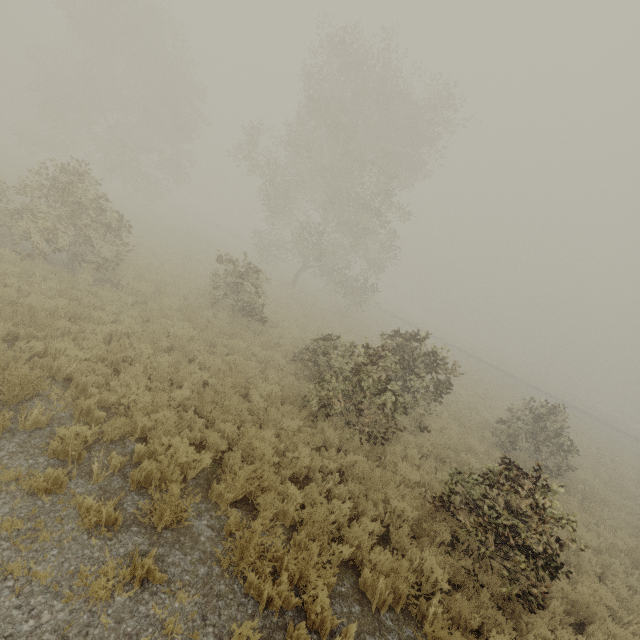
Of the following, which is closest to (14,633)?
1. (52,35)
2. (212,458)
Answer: (212,458)

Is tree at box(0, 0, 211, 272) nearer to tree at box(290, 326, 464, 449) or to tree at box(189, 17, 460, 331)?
tree at box(189, 17, 460, 331)

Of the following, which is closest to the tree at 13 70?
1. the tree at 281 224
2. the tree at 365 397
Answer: the tree at 281 224

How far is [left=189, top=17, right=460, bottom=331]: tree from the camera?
18.9 meters

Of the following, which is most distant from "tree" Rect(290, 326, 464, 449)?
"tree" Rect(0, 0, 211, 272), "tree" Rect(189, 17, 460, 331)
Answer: "tree" Rect(0, 0, 211, 272)
